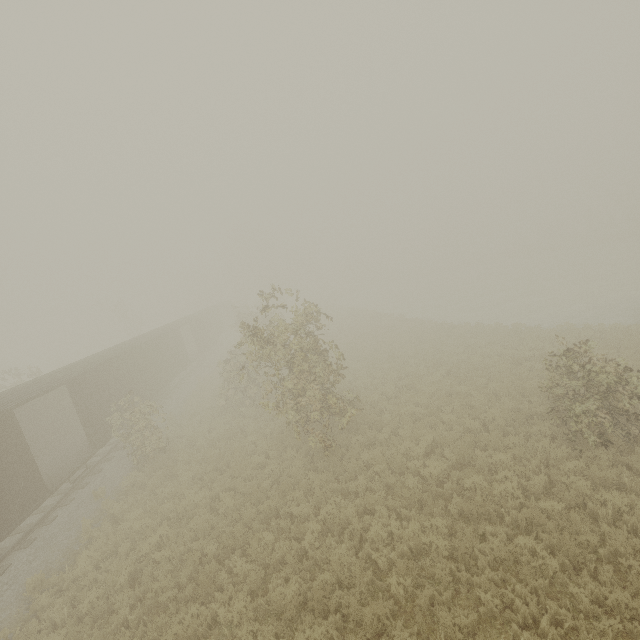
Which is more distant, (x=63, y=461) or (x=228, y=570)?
(x=63, y=461)
